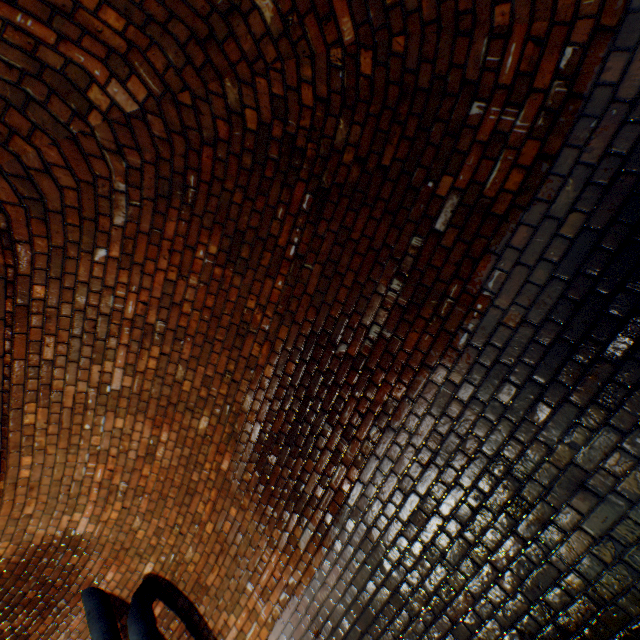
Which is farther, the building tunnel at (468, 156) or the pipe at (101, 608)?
the pipe at (101, 608)

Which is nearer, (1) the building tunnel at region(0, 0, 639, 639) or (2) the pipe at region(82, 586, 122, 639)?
(1) the building tunnel at region(0, 0, 639, 639)

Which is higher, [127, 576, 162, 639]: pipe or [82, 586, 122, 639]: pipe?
[82, 586, 122, 639]: pipe

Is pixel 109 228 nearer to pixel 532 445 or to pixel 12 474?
pixel 12 474

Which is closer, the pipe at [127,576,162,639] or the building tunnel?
the building tunnel

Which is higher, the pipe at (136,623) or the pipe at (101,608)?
the pipe at (101,608)
